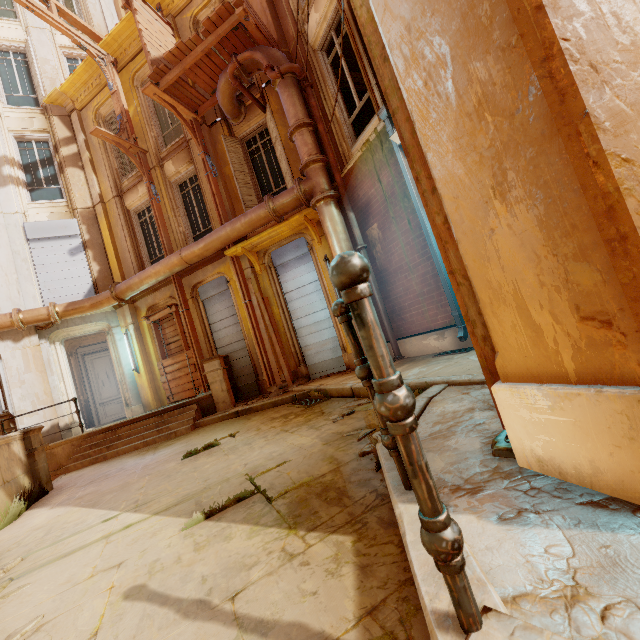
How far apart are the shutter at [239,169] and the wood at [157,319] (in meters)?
3.99

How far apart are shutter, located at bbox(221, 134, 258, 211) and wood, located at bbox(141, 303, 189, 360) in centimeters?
399cm

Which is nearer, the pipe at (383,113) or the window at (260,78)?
the pipe at (383,113)

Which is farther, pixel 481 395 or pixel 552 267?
pixel 481 395

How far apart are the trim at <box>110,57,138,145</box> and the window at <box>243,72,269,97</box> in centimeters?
243cm

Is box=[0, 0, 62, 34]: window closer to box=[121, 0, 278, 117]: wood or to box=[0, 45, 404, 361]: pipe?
box=[0, 45, 404, 361]: pipe

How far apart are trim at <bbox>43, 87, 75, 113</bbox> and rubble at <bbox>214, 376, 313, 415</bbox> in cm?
1309

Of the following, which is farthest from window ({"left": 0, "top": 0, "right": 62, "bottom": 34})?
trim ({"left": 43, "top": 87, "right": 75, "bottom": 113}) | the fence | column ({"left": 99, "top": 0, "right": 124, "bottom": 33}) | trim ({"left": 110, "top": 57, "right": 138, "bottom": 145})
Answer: the fence
